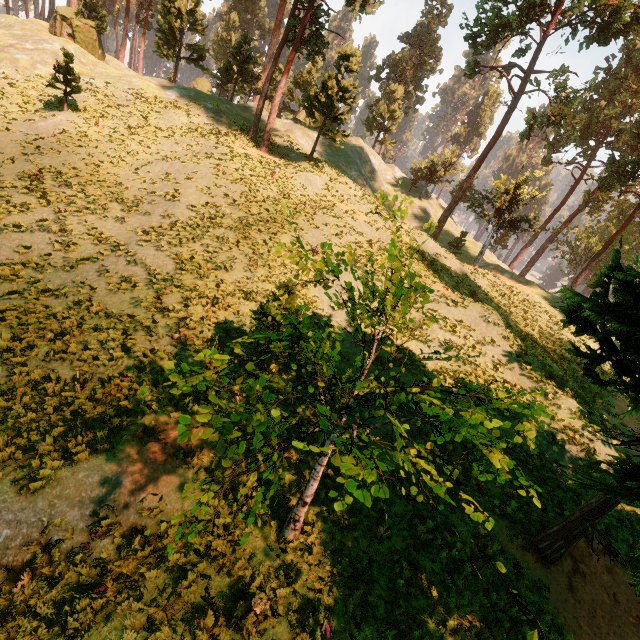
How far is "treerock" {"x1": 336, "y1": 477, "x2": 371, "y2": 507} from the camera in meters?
3.2 m

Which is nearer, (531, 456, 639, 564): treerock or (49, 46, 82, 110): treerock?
(531, 456, 639, 564): treerock

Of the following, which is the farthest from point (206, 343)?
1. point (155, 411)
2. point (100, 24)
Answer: point (100, 24)

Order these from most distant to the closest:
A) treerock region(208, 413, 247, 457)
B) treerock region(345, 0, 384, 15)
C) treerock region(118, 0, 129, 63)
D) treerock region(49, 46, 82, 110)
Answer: treerock region(118, 0, 129, 63), treerock region(345, 0, 384, 15), treerock region(49, 46, 82, 110), treerock region(208, 413, 247, 457)

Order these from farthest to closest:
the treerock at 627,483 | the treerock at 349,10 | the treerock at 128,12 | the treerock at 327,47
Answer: the treerock at 128,12, the treerock at 327,47, the treerock at 349,10, the treerock at 627,483

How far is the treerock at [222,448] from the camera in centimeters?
383cm
